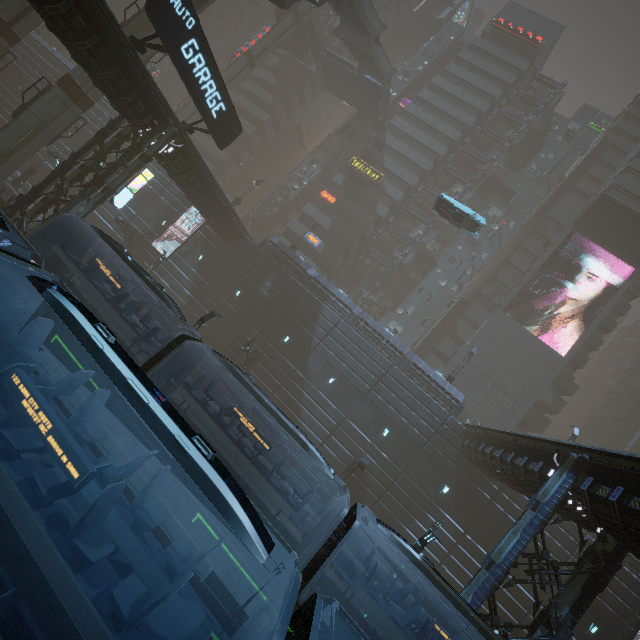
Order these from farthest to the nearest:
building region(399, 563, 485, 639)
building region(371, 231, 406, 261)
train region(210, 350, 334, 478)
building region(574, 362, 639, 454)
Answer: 1. building region(574, 362, 639, 454)
2. building region(371, 231, 406, 261)
3. building region(399, 563, 485, 639)
4. train region(210, 350, 334, 478)

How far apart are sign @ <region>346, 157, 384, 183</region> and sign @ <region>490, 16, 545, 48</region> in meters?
29.2

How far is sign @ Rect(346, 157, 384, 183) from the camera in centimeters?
4278cm

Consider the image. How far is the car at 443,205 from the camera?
25.7 meters

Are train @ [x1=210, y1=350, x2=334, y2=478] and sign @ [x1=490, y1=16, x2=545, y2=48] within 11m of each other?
no

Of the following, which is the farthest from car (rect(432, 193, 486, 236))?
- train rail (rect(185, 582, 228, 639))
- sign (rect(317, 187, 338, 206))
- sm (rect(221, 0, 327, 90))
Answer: train rail (rect(185, 582, 228, 639))

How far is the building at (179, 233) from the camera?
32.6 meters

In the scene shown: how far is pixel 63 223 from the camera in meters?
13.9
